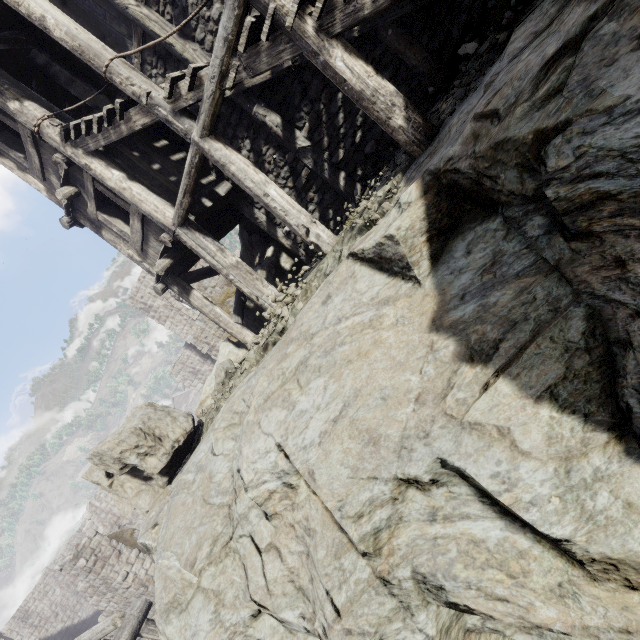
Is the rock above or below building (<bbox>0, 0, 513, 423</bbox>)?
below

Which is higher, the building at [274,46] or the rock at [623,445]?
the building at [274,46]

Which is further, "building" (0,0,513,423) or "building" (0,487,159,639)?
"building" (0,487,159,639)

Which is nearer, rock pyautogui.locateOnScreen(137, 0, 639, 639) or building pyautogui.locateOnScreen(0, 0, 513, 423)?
rock pyautogui.locateOnScreen(137, 0, 639, 639)

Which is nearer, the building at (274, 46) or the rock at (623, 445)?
the rock at (623, 445)

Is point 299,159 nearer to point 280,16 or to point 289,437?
point 280,16

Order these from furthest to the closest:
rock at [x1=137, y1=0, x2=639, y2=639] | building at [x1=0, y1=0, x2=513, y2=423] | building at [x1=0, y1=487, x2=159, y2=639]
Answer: building at [x1=0, y1=487, x2=159, y2=639], building at [x1=0, y1=0, x2=513, y2=423], rock at [x1=137, y1=0, x2=639, y2=639]
